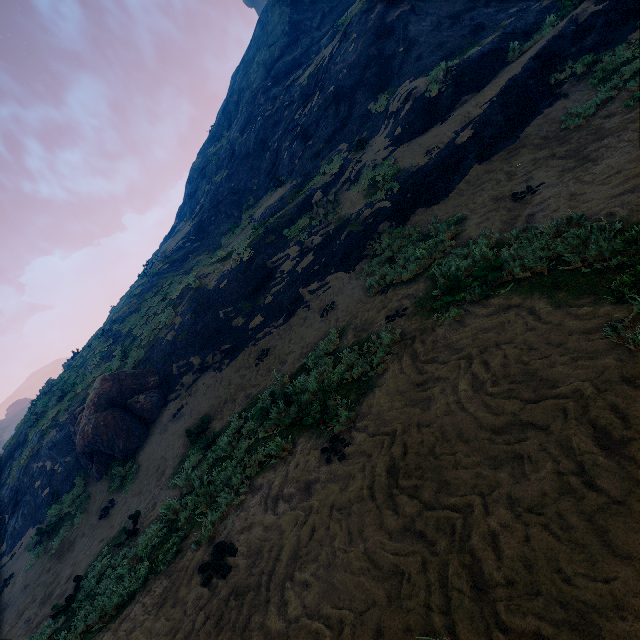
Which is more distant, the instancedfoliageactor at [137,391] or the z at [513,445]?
the instancedfoliageactor at [137,391]

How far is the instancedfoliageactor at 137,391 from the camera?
11.9m

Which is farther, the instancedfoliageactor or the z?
the instancedfoliageactor

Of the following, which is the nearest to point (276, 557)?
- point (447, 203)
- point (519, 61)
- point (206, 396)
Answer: point (206, 396)

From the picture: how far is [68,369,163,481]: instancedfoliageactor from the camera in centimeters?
1191cm
